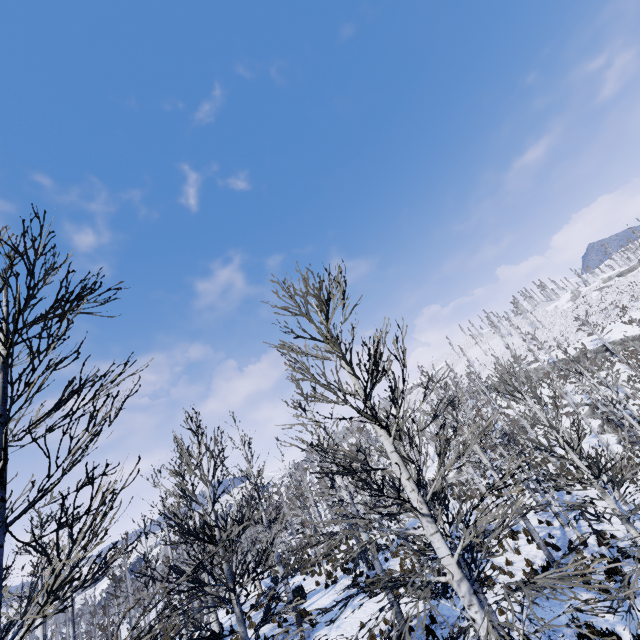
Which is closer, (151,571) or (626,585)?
(626,585)
